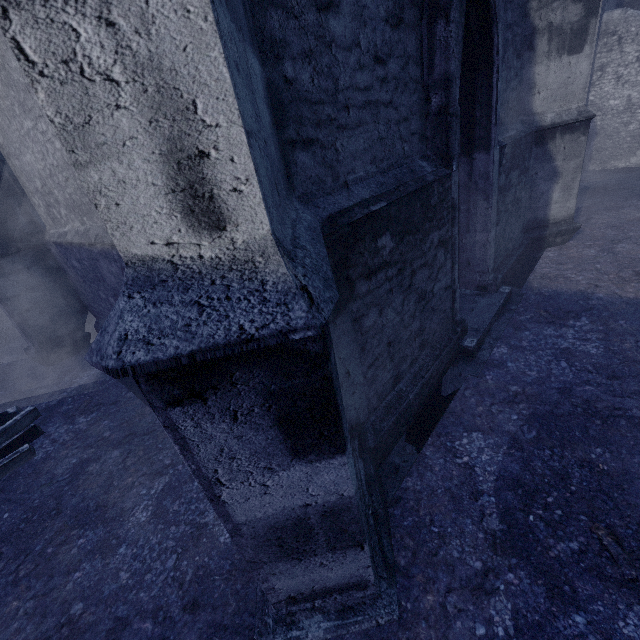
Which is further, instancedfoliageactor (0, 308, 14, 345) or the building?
instancedfoliageactor (0, 308, 14, 345)

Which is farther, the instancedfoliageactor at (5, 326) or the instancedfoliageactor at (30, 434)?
the instancedfoliageactor at (5, 326)

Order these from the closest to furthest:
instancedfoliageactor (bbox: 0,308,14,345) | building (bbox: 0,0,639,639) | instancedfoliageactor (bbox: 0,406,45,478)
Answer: building (bbox: 0,0,639,639) < instancedfoliageactor (bbox: 0,406,45,478) < instancedfoliageactor (bbox: 0,308,14,345)

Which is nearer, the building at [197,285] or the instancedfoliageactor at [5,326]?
the building at [197,285]

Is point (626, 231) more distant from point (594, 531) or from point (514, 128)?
point (594, 531)

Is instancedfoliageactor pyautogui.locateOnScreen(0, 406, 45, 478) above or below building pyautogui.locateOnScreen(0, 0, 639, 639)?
below

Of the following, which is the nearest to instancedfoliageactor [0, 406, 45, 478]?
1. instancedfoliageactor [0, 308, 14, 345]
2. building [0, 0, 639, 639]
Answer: building [0, 0, 639, 639]
